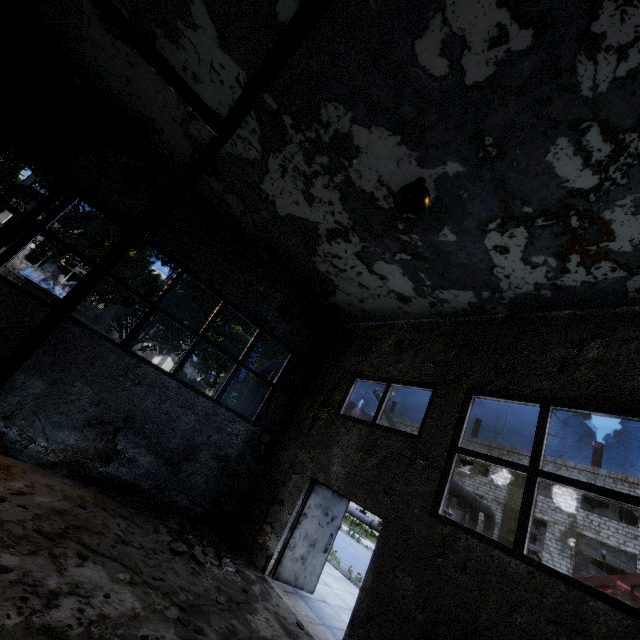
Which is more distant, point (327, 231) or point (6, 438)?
point (327, 231)

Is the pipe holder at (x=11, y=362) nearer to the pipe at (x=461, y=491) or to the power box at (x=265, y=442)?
the pipe at (x=461, y=491)

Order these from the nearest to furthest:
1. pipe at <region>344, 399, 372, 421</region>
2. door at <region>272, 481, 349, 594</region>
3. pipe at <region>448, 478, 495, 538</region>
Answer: door at <region>272, 481, 349, 594</region>, pipe at <region>344, 399, 372, 421</region>, pipe at <region>448, 478, 495, 538</region>

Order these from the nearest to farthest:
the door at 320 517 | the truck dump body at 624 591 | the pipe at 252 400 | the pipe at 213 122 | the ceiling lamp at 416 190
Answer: A: the pipe at 213 122 < the ceiling lamp at 416 190 < the door at 320 517 < the truck dump body at 624 591 < the pipe at 252 400

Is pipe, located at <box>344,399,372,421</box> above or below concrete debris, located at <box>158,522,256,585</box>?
above

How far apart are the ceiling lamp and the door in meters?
6.5

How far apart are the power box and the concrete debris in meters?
1.9 m

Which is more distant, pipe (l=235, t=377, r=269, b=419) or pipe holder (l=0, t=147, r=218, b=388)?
pipe (l=235, t=377, r=269, b=419)
